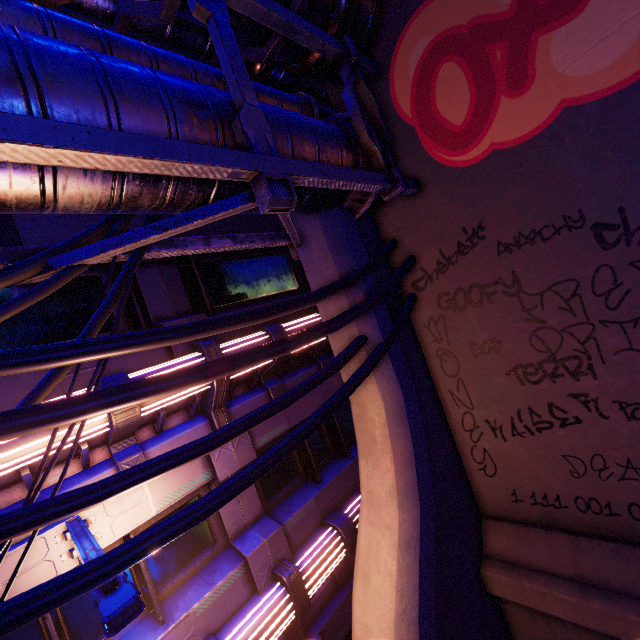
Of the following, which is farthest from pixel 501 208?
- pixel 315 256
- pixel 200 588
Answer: pixel 200 588

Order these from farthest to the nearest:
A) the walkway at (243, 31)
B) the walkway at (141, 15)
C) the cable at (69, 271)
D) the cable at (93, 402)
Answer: the walkway at (243, 31) < the walkway at (141, 15) < the cable at (69, 271) < the cable at (93, 402)

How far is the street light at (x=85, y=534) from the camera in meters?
3.3 m

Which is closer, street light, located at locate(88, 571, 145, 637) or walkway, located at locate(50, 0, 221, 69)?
street light, located at locate(88, 571, 145, 637)

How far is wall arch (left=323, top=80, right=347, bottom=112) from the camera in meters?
6.2

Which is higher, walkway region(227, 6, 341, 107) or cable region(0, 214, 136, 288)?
walkway region(227, 6, 341, 107)

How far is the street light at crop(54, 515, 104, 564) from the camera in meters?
3.3 m

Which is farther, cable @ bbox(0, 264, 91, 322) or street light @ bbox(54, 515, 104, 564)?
street light @ bbox(54, 515, 104, 564)
